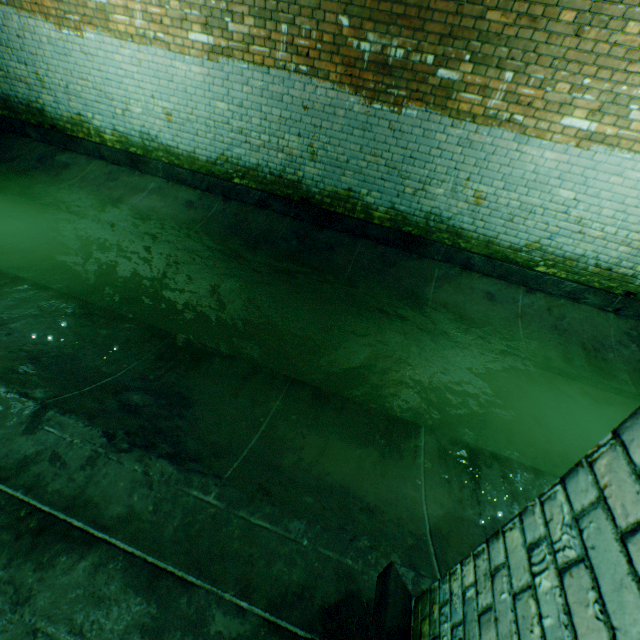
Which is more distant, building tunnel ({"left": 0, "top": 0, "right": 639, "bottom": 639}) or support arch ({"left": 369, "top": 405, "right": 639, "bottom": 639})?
building tunnel ({"left": 0, "top": 0, "right": 639, "bottom": 639})

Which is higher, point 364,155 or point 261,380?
point 364,155

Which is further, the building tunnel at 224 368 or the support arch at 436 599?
the building tunnel at 224 368
